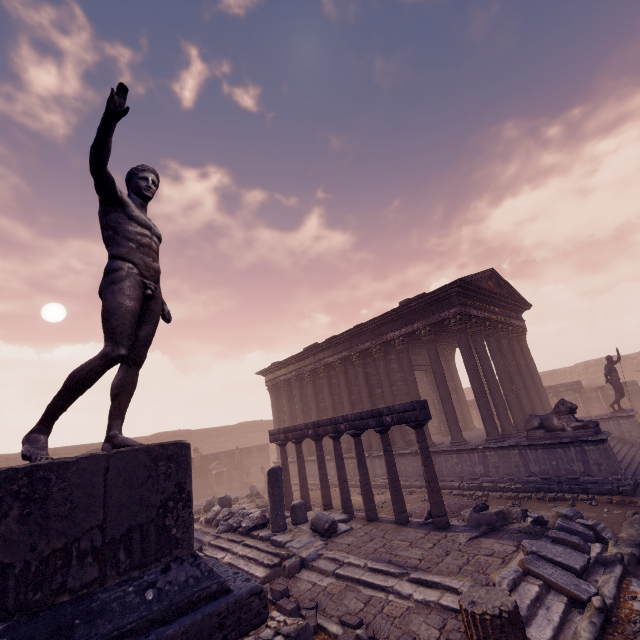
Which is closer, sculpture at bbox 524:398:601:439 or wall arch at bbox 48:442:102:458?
sculpture at bbox 524:398:601:439

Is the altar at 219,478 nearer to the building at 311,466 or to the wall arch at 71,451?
the building at 311,466

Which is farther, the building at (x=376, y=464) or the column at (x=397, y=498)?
the building at (x=376, y=464)

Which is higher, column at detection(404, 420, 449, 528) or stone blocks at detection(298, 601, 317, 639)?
column at detection(404, 420, 449, 528)

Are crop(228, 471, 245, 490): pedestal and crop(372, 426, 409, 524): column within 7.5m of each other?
no

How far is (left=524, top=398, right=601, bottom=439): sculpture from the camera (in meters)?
9.66

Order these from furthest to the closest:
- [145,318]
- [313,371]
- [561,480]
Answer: [313,371] → [561,480] → [145,318]

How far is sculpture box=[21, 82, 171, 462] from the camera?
2.44m
